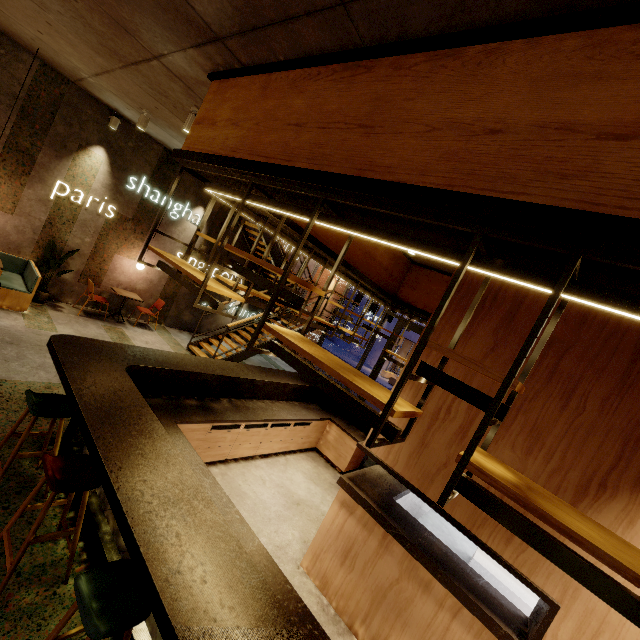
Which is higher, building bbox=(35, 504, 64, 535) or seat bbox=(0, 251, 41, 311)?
seat bbox=(0, 251, 41, 311)

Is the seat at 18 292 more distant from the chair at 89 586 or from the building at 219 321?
the chair at 89 586

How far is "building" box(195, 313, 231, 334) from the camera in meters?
10.9

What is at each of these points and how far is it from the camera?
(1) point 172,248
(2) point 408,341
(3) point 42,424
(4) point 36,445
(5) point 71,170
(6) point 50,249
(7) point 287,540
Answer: (1) building, 9.2 meters
(2) building, 31.6 meters
(3) building, 4.0 meters
(4) building, 3.6 meters
(5) building, 7.1 meters
(6) tree, 7.1 meters
(7) building, 4.1 meters

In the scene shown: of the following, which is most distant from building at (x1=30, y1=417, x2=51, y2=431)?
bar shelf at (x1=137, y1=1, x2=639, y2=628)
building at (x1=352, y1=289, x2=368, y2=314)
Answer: building at (x1=352, y1=289, x2=368, y2=314)

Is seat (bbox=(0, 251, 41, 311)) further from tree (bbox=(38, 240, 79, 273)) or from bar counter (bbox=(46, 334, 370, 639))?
bar counter (bbox=(46, 334, 370, 639))

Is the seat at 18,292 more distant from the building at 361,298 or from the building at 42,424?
the building at 361,298
